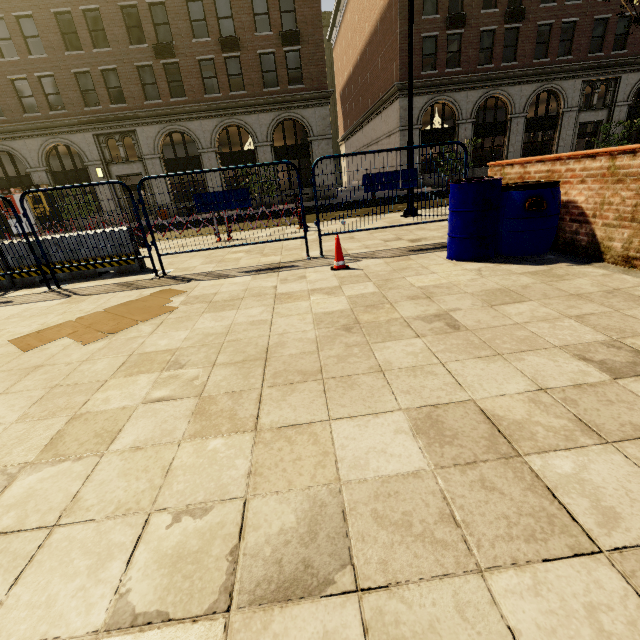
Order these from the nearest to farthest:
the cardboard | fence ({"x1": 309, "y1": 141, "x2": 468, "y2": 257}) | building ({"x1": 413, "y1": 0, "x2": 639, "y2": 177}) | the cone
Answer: the cardboard, the cone, fence ({"x1": 309, "y1": 141, "x2": 468, "y2": 257}), building ({"x1": 413, "y1": 0, "x2": 639, "y2": 177})

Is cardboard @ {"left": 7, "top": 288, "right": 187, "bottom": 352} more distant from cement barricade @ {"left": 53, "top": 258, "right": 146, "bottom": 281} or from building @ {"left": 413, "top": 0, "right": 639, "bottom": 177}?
building @ {"left": 413, "top": 0, "right": 639, "bottom": 177}

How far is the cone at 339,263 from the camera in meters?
4.8

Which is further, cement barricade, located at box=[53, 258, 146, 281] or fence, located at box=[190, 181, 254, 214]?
cement barricade, located at box=[53, 258, 146, 281]

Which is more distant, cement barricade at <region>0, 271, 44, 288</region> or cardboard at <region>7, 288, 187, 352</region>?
cement barricade at <region>0, 271, 44, 288</region>

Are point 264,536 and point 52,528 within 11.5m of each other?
yes

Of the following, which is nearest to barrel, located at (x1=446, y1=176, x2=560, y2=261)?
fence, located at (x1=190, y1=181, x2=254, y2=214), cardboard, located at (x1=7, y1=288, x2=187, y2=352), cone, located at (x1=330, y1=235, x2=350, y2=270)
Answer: cone, located at (x1=330, y1=235, x2=350, y2=270)

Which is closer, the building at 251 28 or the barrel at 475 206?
the barrel at 475 206
